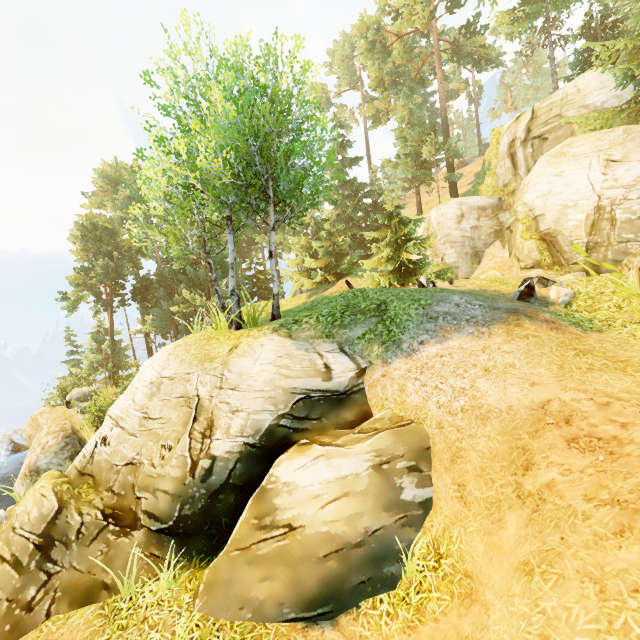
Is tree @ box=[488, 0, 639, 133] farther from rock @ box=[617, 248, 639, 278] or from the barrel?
the barrel

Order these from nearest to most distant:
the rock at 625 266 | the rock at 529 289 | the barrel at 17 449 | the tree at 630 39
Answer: the rock at 529 289, the rock at 625 266, the tree at 630 39, the barrel at 17 449

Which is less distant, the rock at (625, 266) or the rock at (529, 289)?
the rock at (529, 289)

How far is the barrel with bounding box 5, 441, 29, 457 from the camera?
19.38m

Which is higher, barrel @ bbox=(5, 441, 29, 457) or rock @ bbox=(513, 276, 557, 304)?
rock @ bbox=(513, 276, 557, 304)

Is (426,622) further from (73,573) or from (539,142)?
(539,142)

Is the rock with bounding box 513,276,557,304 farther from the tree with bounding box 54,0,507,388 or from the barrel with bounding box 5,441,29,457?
the barrel with bounding box 5,441,29,457

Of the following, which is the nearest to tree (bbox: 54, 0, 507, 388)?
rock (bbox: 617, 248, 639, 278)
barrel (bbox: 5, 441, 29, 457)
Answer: rock (bbox: 617, 248, 639, 278)
